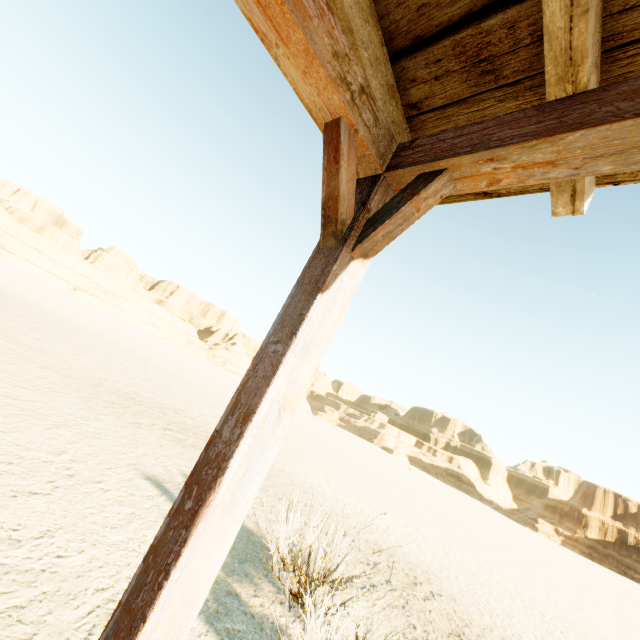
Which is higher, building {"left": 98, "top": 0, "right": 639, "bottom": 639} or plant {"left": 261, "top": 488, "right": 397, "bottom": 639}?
building {"left": 98, "top": 0, "right": 639, "bottom": 639}

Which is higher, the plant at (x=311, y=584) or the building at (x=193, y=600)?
the building at (x=193, y=600)

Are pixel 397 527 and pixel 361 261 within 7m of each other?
no

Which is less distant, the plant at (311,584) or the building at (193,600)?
the building at (193,600)

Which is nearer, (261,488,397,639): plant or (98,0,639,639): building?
(98,0,639,639): building
